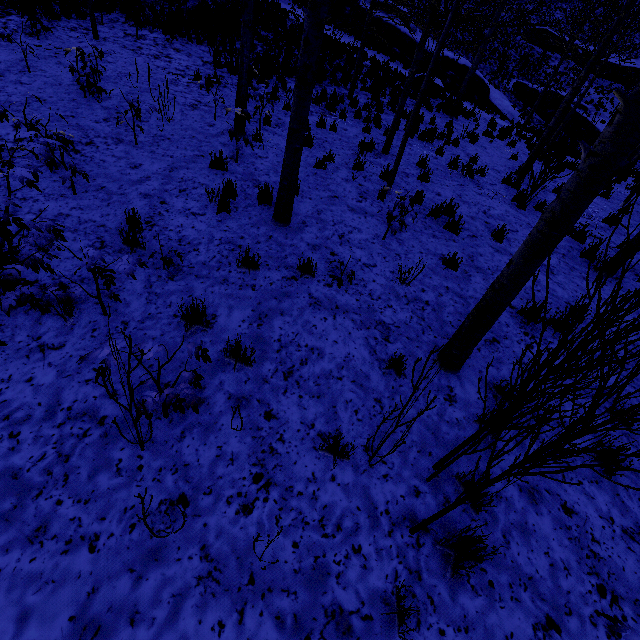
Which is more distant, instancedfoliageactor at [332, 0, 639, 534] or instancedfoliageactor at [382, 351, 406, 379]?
instancedfoliageactor at [382, 351, 406, 379]

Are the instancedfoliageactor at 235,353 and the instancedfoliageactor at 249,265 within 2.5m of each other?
yes

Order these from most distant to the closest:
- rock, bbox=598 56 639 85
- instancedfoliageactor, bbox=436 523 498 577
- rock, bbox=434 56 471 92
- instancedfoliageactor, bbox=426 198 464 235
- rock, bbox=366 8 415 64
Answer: rock, bbox=598 56 639 85, rock, bbox=366 8 415 64, rock, bbox=434 56 471 92, instancedfoliageactor, bbox=426 198 464 235, instancedfoliageactor, bbox=436 523 498 577

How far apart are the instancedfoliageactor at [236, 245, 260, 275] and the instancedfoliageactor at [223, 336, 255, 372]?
1.30m

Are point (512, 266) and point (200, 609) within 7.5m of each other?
yes

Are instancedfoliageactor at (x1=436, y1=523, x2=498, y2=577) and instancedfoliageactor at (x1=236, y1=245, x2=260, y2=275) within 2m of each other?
no

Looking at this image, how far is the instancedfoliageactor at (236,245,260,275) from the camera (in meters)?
4.39

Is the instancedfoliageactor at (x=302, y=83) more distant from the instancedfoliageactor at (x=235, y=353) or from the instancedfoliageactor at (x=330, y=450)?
the instancedfoliageactor at (x=235, y=353)
